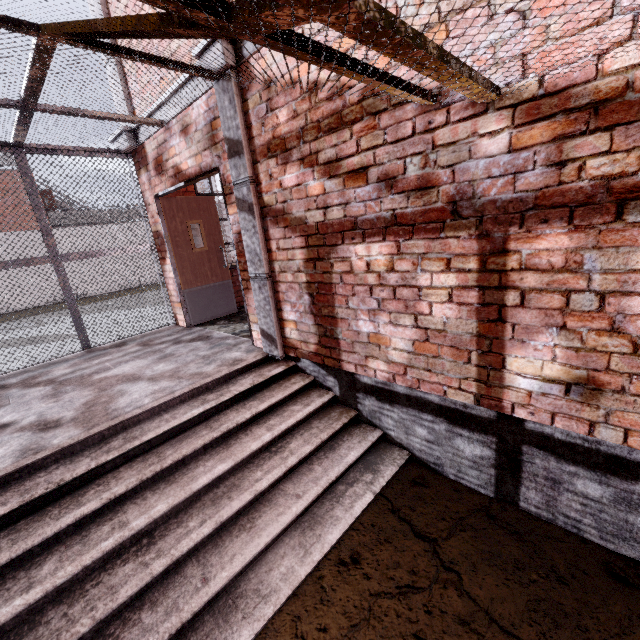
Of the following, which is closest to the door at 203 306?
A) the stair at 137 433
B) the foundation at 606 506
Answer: the stair at 137 433

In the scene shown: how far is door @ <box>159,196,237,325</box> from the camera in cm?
536

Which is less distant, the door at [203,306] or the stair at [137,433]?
the stair at [137,433]

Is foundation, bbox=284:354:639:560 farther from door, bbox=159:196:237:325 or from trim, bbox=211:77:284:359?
door, bbox=159:196:237:325

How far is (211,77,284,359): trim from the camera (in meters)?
3.16

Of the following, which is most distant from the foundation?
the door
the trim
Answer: the door

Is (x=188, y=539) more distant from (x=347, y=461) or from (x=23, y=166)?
(x=23, y=166)

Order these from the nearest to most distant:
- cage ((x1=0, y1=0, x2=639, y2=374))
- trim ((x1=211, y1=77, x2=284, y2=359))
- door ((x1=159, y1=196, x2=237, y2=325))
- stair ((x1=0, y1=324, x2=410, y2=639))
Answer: cage ((x1=0, y1=0, x2=639, y2=374)), stair ((x1=0, y1=324, x2=410, y2=639)), trim ((x1=211, y1=77, x2=284, y2=359)), door ((x1=159, y1=196, x2=237, y2=325))
